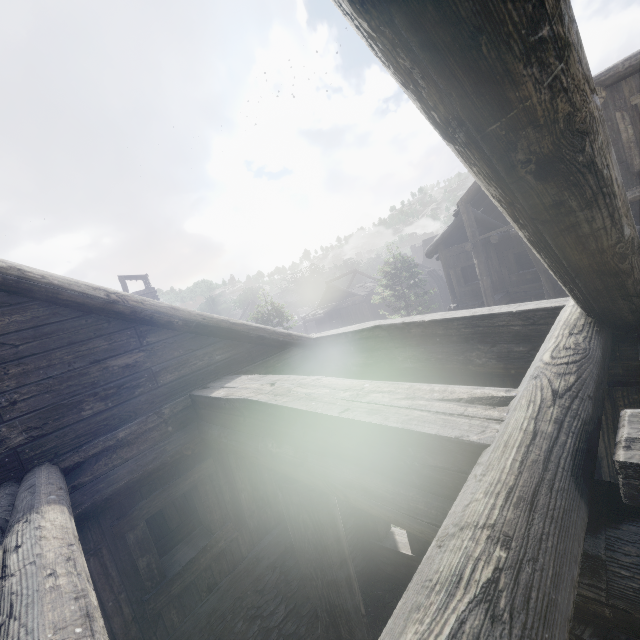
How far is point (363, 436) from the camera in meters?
2.2 m
